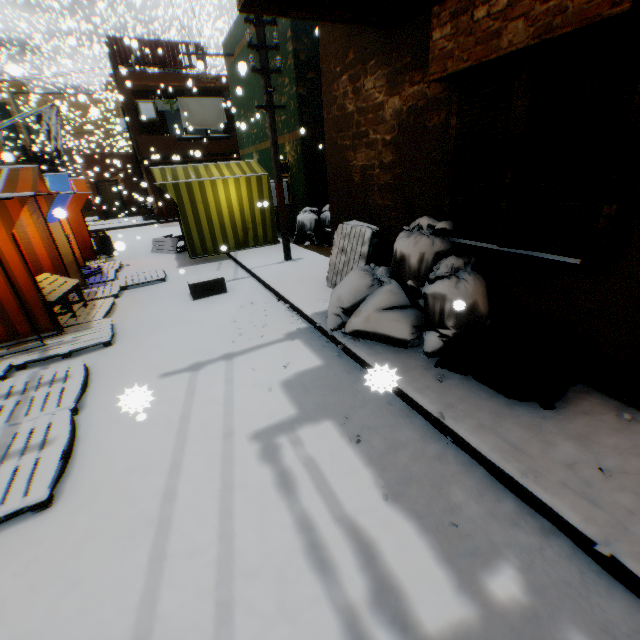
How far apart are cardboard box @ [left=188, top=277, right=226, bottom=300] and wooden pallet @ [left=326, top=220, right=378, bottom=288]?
1.8 meters

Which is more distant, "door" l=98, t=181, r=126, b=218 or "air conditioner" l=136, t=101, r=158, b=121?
"door" l=98, t=181, r=126, b=218

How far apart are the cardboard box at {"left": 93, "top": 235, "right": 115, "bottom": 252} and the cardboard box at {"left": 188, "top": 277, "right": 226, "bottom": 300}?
3.6m

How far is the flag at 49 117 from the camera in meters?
12.2

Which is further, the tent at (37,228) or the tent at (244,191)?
the tent at (244,191)

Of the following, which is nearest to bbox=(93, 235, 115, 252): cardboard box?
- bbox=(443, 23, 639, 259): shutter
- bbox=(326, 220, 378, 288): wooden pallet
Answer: bbox=(326, 220, 378, 288): wooden pallet

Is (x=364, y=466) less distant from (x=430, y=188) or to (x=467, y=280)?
(x=467, y=280)

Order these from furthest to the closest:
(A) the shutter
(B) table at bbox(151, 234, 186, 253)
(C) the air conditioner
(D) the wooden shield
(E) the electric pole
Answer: (C) the air conditioner → (D) the wooden shield → (B) table at bbox(151, 234, 186, 253) → (E) the electric pole → (A) the shutter
